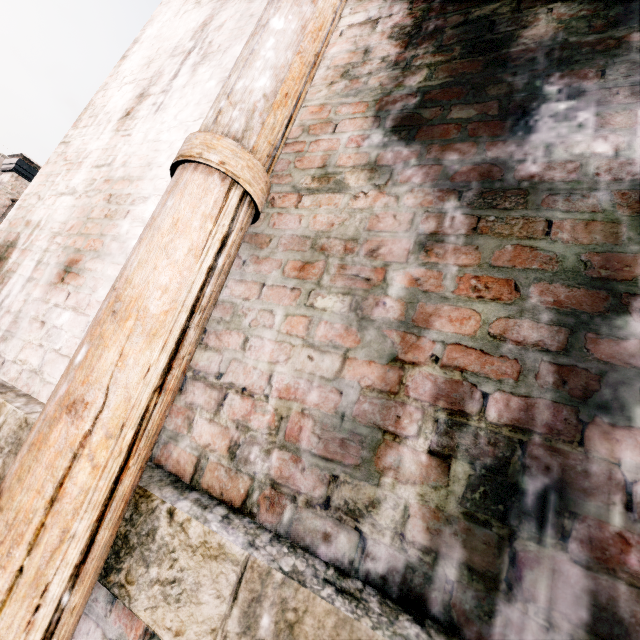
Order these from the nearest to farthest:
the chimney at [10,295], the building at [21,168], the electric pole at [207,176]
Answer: the electric pole at [207,176] → the chimney at [10,295] → the building at [21,168]

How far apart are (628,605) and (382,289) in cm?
96

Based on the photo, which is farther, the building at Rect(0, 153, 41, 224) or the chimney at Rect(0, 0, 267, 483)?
the building at Rect(0, 153, 41, 224)

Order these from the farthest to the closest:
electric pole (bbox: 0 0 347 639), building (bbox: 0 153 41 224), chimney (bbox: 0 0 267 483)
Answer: building (bbox: 0 153 41 224) → chimney (bbox: 0 0 267 483) → electric pole (bbox: 0 0 347 639)

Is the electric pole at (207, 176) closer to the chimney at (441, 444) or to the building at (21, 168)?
the chimney at (441, 444)

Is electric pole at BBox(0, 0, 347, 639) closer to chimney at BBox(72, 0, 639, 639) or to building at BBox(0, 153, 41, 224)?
chimney at BBox(72, 0, 639, 639)

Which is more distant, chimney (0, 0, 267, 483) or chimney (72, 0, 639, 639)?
chimney (0, 0, 267, 483)
